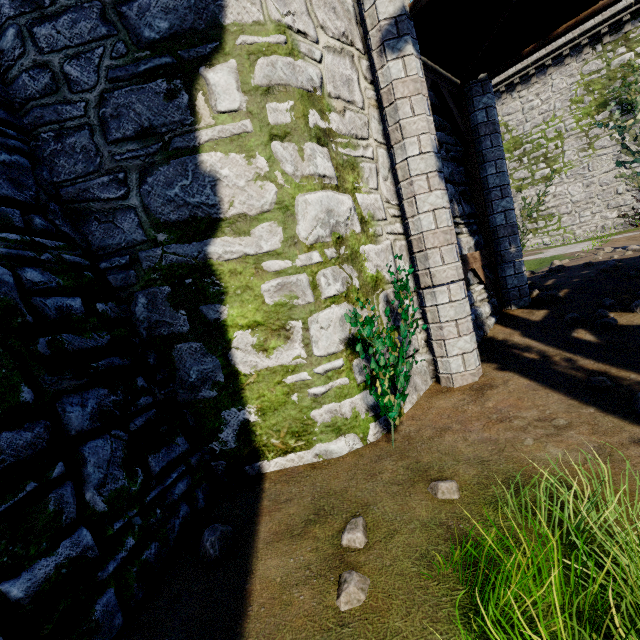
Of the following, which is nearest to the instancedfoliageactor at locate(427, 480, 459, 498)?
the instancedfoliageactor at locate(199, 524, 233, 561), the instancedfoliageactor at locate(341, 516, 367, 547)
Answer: the instancedfoliageactor at locate(341, 516, 367, 547)

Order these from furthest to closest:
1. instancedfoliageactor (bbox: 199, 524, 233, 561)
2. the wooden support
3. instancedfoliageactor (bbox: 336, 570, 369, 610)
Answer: the wooden support < instancedfoliageactor (bbox: 199, 524, 233, 561) < instancedfoliageactor (bbox: 336, 570, 369, 610)

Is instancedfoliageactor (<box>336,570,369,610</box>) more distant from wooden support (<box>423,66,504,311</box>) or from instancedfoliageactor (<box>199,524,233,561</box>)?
wooden support (<box>423,66,504,311</box>)

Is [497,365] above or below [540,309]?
below

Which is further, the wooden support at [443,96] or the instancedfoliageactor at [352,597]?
the wooden support at [443,96]

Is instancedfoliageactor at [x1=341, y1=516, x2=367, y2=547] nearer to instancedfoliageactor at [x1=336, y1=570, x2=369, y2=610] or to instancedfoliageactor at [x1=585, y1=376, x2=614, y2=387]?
instancedfoliageactor at [x1=336, y1=570, x2=369, y2=610]

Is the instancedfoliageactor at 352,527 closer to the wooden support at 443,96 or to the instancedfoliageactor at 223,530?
the instancedfoliageactor at 223,530

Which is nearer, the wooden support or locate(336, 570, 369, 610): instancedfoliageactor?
locate(336, 570, 369, 610): instancedfoliageactor
